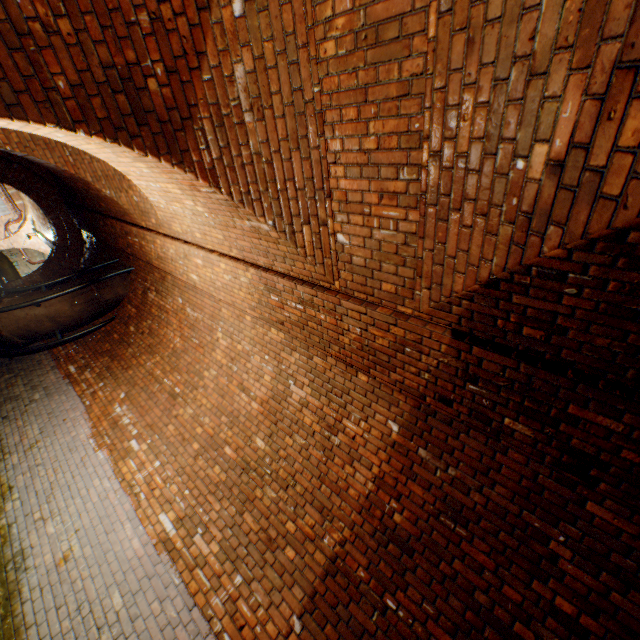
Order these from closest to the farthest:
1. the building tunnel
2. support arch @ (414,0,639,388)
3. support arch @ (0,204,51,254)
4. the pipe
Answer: support arch @ (414,0,639,388) → the building tunnel → the pipe → support arch @ (0,204,51,254)

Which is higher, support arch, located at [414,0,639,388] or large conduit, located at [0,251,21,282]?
support arch, located at [414,0,639,388]

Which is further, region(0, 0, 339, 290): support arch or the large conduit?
the large conduit

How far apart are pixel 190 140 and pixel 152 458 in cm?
456

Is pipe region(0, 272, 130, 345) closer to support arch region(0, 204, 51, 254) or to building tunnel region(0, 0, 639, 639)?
building tunnel region(0, 0, 639, 639)

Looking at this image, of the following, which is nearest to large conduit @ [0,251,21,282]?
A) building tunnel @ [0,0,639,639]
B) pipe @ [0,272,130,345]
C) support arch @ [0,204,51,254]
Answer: building tunnel @ [0,0,639,639]

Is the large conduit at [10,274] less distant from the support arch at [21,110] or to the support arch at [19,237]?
the support arch at [21,110]

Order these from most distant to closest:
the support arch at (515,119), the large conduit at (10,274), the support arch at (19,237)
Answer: the support arch at (19,237) < the large conduit at (10,274) < the support arch at (515,119)
